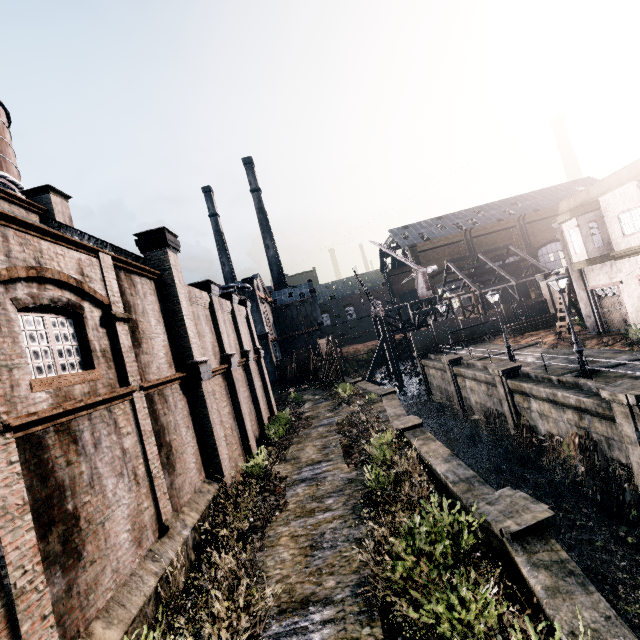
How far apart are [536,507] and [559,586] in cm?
223

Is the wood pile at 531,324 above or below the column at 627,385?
above

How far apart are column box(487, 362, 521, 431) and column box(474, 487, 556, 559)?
13.5m

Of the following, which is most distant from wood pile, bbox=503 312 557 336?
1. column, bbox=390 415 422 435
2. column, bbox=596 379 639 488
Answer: column, bbox=390 415 422 435

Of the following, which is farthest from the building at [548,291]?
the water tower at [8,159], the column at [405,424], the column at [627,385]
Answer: the water tower at [8,159]

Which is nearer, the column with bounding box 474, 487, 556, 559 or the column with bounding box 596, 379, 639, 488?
the column with bounding box 474, 487, 556, 559

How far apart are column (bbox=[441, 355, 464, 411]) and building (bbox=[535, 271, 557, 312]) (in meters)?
17.92

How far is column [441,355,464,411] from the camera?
30.0 meters
